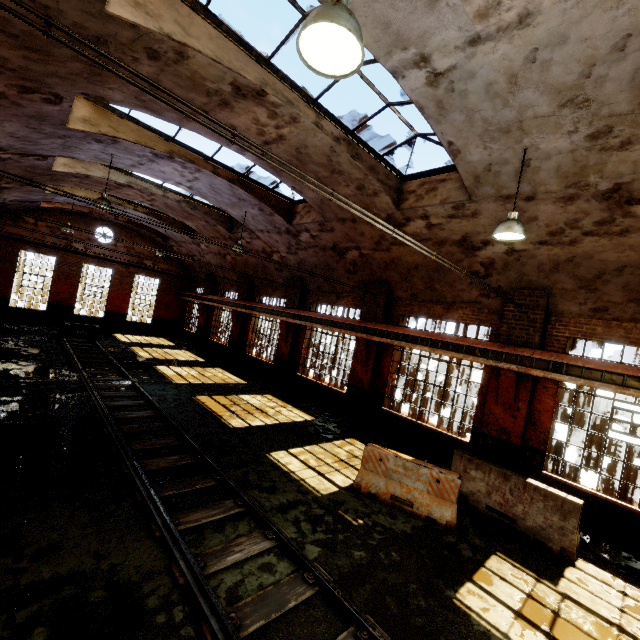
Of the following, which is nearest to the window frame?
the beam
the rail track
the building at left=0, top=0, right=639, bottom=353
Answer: the building at left=0, top=0, right=639, bottom=353

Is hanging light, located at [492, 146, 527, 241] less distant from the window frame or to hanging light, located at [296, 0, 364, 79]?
the window frame

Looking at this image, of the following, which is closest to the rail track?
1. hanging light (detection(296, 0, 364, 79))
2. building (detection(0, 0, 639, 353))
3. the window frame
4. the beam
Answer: building (detection(0, 0, 639, 353))

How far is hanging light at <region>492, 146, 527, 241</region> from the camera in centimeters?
558cm

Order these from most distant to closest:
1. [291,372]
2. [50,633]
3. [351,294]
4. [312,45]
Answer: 1. [291,372]
2. [351,294]
3. [50,633]
4. [312,45]

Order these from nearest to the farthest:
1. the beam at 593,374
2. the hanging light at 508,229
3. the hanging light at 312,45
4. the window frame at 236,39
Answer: the hanging light at 312,45 → the window frame at 236,39 → the hanging light at 508,229 → the beam at 593,374

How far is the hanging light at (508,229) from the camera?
5.6 meters

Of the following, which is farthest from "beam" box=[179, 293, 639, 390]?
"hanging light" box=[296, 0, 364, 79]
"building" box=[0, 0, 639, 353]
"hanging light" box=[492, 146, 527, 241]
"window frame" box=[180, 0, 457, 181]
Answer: "hanging light" box=[296, 0, 364, 79]
